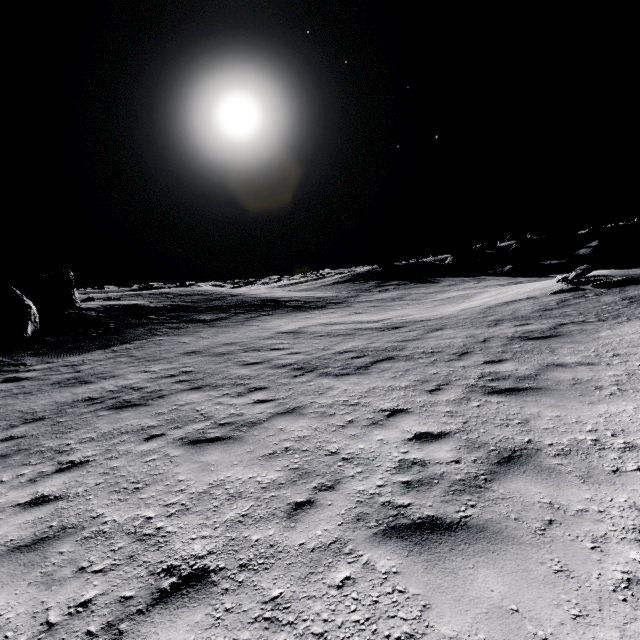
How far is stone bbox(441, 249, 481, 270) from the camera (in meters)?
Result: 45.53

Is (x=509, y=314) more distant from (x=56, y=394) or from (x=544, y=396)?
(x=56, y=394)

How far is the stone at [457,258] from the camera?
45.5m
